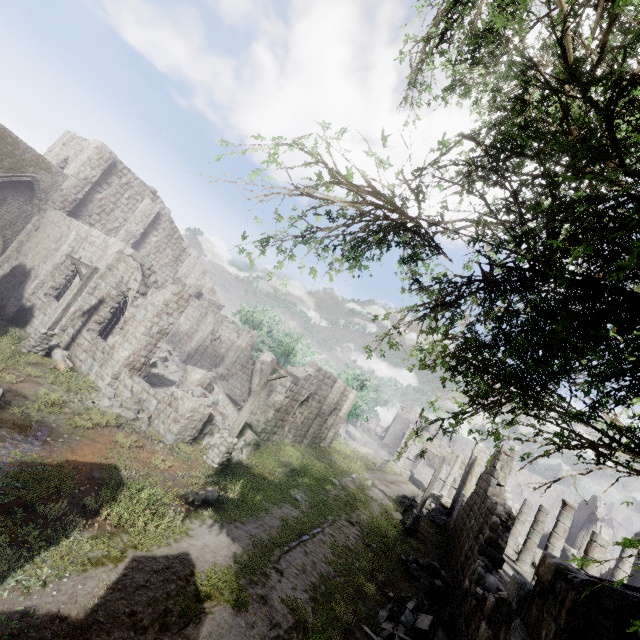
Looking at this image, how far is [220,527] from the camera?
9.0m

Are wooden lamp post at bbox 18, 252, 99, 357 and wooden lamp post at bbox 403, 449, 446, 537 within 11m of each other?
no

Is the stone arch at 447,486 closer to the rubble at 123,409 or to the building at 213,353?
the building at 213,353

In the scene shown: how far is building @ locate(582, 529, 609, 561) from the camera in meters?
10.7

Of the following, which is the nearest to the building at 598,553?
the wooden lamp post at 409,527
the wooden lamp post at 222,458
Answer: the wooden lamp post at 222,458

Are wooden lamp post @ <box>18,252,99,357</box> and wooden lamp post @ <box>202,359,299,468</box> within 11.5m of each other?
yes

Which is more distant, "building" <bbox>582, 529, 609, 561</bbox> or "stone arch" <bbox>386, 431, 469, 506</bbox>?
"stone arch" <bbox>386, 431, 469, 506</bbox>

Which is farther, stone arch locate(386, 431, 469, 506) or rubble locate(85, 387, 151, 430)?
stone arch locate(386, 431, 469, 506)
